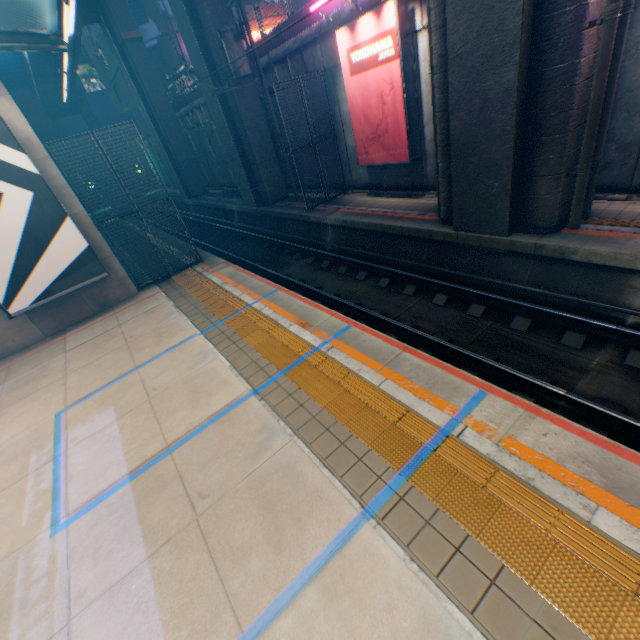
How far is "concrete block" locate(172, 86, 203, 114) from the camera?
23.0m

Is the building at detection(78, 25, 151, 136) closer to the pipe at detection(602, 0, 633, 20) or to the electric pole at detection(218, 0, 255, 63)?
the electric pole at detection(218, 0, 255, 63)

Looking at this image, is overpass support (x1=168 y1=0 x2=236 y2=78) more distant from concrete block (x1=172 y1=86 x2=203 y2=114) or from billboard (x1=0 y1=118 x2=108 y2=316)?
billboard (x1=0 y1=118 x2=108 y2=316)

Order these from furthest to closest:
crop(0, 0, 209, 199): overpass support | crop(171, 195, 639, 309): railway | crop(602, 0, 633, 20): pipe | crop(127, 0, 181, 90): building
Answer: crop(127, 0, 181, 90): building < crop(0, 0, 209, 199): overpass support < crop(171, 195, 639, 309): railway < crop(602, 0, 633, 20): pipe

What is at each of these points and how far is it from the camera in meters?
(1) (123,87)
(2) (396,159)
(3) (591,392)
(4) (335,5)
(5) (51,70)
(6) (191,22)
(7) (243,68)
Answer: (1) building, 34.2
(2) billboard, 11.8
(3) railway, 5.4
(4) concrete block, 11.6
(5) overpass support, 33.7
(6) overpass support, 13.9
(7) electric pole, 13.3

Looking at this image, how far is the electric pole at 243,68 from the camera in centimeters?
1323cm

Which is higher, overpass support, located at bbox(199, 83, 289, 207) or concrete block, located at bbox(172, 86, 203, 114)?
concrete block, located at bbox(172, 86, 203, 114)
